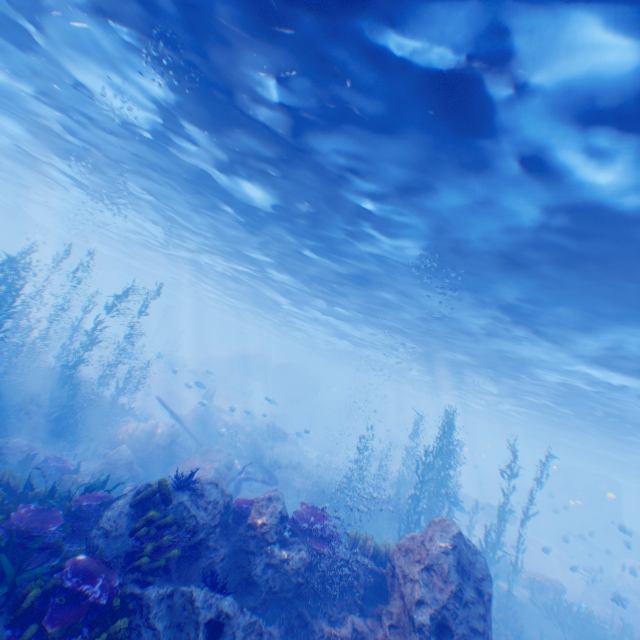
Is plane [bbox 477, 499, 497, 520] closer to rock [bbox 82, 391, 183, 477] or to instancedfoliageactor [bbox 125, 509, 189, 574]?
rock [bbox 82, 391, 183, 477]

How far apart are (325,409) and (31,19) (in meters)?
46.32

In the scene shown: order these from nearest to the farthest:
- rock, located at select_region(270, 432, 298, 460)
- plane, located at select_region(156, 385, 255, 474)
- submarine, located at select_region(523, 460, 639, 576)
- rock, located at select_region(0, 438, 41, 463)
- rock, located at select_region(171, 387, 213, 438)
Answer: rock, located at select_region(0, 438, 41, 463) → plane, located at select_region(156, 385, 255, 474) → rock, located at select_region(171, 387, 213, 438) → rock, located at select_region(270, 432, 298, 460) → submarine, located at select_region(523, 460, 639, 576)

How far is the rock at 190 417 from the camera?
22.5m

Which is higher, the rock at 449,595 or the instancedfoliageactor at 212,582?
the instancedfoliageactor at 212,582

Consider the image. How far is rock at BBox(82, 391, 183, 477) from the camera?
12.90m

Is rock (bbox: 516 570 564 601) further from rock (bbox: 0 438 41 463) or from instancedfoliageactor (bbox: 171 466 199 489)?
rock (bbox: 0 438 41 463)

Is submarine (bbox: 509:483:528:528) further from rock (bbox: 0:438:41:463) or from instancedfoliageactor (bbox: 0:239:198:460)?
rock (bbox: 0:438:41:463)
